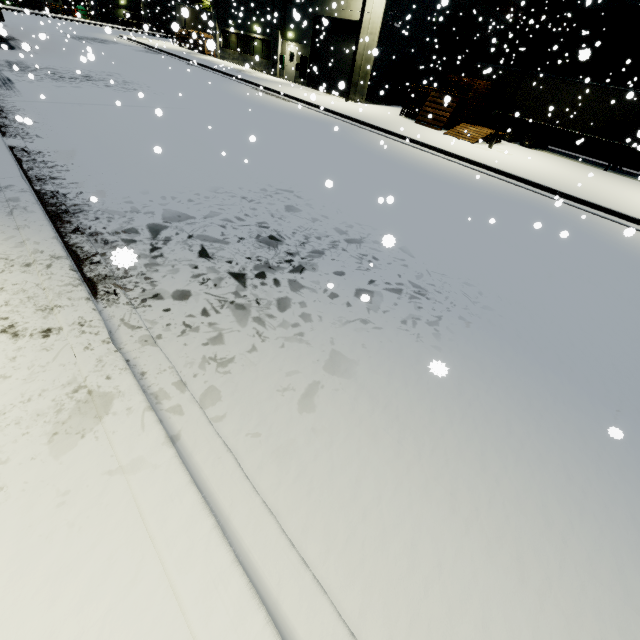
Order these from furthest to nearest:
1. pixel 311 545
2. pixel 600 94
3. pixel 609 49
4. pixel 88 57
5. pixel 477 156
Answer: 1. pixel 609 49
2. pixel 600 94
3. pixel 477 156
4. pixel 88 57
5. pixel 311 545

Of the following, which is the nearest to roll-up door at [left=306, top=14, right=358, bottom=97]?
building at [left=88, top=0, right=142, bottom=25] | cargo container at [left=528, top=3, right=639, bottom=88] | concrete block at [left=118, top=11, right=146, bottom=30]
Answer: building at [left=88, top=0, right=142, bottom=25]

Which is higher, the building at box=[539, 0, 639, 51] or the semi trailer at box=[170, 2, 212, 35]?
the building at box=[539, 0, 639, 51]

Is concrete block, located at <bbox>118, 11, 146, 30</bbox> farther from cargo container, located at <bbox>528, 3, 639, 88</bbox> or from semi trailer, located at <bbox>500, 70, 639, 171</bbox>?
cargo container, located at <bbox>528, 3, 639, 88</bbox>

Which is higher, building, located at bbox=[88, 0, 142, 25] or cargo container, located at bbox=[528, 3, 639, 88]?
cargo container, located at bbox=[528, 3, 639, 88]

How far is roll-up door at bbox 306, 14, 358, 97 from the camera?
23.1m

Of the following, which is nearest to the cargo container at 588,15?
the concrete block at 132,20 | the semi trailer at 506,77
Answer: the semi trailer at 506,77

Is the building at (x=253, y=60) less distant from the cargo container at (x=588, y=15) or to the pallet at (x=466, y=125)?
the pallet at (x=466, y=125)
